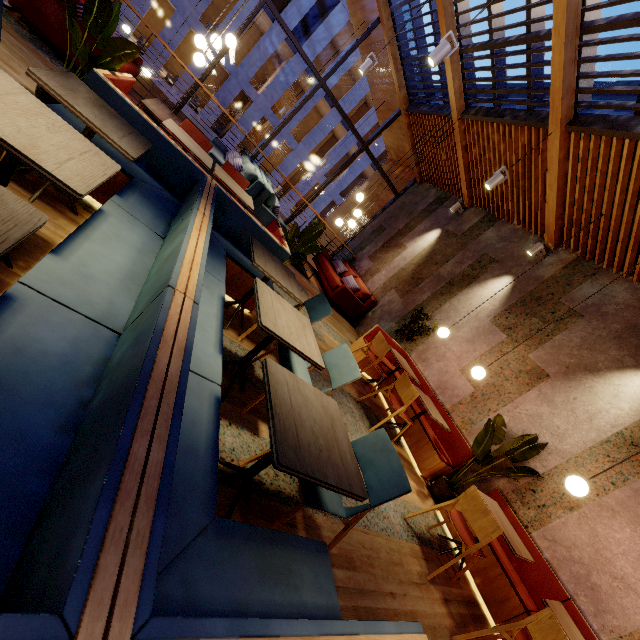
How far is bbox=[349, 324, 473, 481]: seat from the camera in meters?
4.8 m

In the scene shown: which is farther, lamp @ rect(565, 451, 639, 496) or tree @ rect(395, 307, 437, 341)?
tree @ rect(395, 307, 437, 341)

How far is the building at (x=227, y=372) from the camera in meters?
2.6 m

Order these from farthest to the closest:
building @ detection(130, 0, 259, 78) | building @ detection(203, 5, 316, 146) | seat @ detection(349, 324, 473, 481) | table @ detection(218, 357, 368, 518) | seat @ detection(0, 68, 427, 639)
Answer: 1. building @ detection(203, 5, 316, 146)
2. building @ detection(130, 0, 259, 78)
3. seat @ detection(349, 324, 473, 481)
4. table @ detection(218, 357, 368, 518)
5. seat @ detection(0, 68, 427, 639)

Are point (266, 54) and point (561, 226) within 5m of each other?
no

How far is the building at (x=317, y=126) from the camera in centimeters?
2356cm

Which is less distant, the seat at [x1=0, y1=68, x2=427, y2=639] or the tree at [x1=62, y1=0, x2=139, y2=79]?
the seat at [x1=0, y1=68, x2=427, y2=639]

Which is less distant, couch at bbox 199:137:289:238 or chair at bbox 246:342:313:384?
chair at bbox 246:342:313:384
